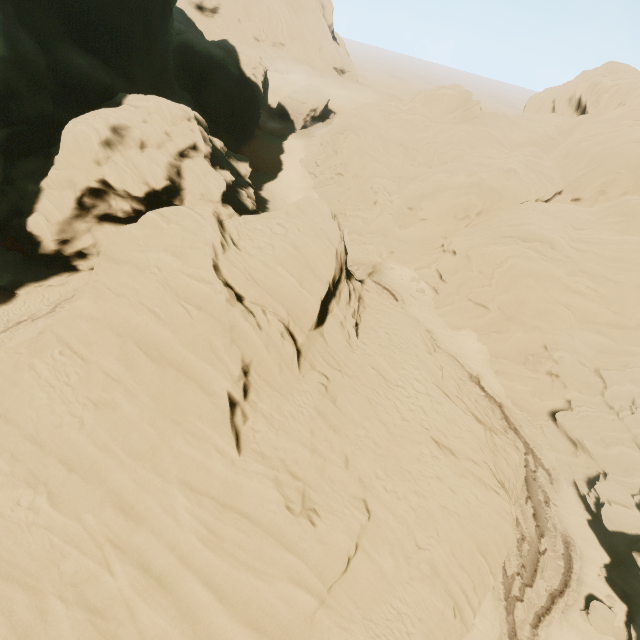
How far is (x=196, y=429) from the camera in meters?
11.1 m
